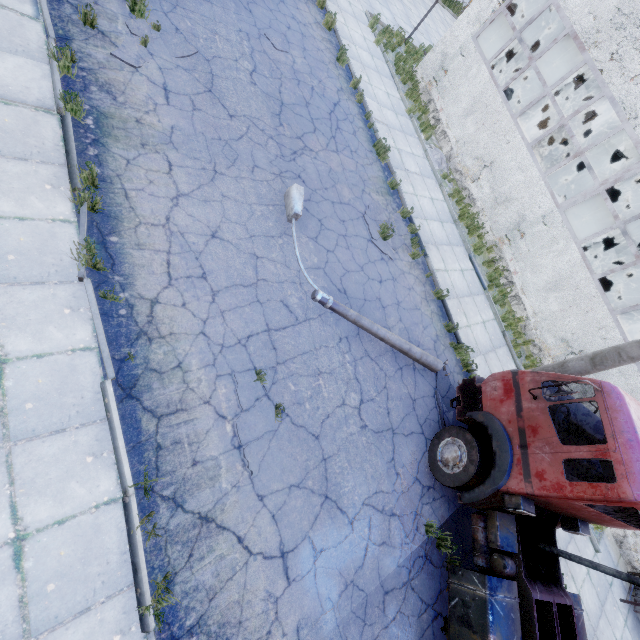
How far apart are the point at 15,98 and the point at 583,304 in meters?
15.5 m

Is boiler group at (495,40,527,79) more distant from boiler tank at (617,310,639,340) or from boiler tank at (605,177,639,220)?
boiler tank at (617,310,639,340)

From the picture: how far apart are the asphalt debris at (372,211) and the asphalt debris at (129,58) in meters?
5.8 m

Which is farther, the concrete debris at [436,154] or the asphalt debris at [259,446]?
the concrete debris at [436,154]

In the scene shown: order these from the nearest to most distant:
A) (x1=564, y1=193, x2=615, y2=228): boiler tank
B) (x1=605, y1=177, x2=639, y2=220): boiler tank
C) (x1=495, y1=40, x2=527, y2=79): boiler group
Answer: (x1=495, y1=40, x2=527, y2=79): boiler group
(x1=564, y1=193, x2=615, y2=228): boiler tank
(x1=605, y1=177, x2=639, y2=220): boiler tank

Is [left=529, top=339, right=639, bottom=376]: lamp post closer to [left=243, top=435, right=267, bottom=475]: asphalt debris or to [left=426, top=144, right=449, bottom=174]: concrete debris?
[left=243, top=435, right=267, bottom=475]: asphalt debris

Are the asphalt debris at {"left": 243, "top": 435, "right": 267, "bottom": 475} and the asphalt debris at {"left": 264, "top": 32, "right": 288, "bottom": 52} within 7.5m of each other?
no

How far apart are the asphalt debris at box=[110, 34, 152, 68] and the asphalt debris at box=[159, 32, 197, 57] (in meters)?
0.21
